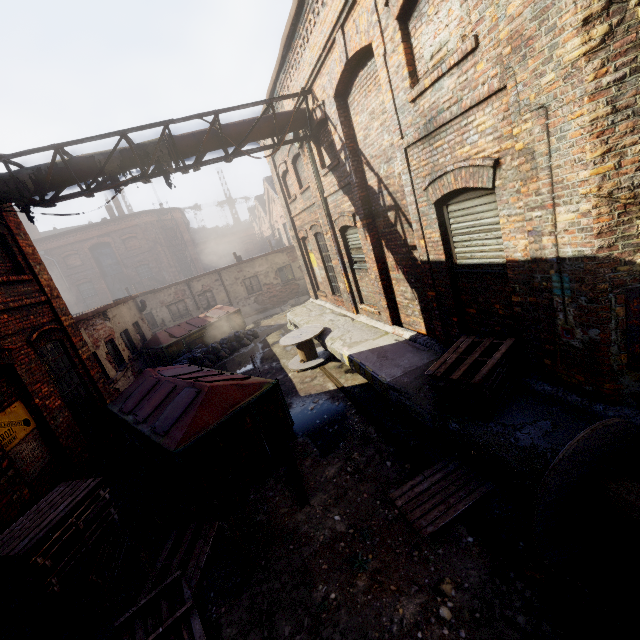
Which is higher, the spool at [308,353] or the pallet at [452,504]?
the spool at [308,353]

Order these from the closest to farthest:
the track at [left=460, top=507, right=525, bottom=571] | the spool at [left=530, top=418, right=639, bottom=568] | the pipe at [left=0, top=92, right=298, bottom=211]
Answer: the spool at [left=530, top=418, right=639, bottom=568] → the track at [left=460, top=507, right=525, bottom=571] → the pipe at [left=0, top=92, right=298, bottom=211]

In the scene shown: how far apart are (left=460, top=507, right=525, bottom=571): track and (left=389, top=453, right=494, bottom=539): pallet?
0.0 meters

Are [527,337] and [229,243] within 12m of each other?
no

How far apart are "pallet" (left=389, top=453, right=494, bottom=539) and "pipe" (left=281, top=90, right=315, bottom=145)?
8.3 meters

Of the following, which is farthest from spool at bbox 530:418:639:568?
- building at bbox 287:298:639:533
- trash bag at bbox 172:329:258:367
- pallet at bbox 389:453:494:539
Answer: trash bag at bbox 172:329:258:367

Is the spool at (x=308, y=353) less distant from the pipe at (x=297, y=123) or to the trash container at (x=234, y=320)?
the trash container at (x=234, y=320)

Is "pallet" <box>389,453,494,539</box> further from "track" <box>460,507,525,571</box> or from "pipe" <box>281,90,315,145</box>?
"pipe" <box>281,90,315,145</box>
